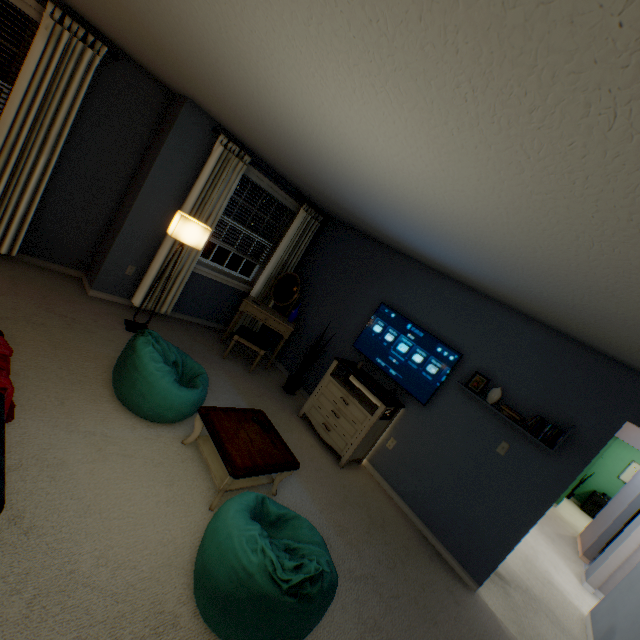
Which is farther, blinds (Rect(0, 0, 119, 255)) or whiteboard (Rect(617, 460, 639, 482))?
whiteboard (Rect(617, 460, 639, 482))

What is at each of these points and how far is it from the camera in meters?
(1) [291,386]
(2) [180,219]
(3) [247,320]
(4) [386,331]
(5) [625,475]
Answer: (1) plant, 4.5
(2) lamp, 3.4
(3) blinds, 5.2
(4) tv, 4.2
(5) whiteboard, 8.6

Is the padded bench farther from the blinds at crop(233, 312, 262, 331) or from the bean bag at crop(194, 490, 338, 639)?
the bean bag at crop(194, 490, 338, 639)

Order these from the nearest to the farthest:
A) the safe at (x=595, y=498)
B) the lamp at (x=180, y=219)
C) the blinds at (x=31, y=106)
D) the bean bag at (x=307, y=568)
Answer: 1. the bean bag at (x=307, y=568)
2. the blinds at (x=31, y=106)
3. the lamp at (x=180, y=219)
4. the safe at (x=595, y=498)

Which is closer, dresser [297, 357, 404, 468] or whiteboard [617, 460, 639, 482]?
dresser [297, 357, 404, 468]

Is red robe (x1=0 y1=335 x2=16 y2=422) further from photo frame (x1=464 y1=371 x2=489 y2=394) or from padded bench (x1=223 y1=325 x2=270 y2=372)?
photo frame (x1=464 y1=371 x2=489 y2=394)

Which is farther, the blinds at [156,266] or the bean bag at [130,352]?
the blinds at [156,266]

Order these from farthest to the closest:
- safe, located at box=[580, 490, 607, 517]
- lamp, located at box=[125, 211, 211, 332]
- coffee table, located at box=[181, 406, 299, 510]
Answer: safe, located at box=[580, 490, 607, 517] < lamp, located at box=[125, 211, 211, 332] < coffee table, located at box=[181, 406, 299, 510]
